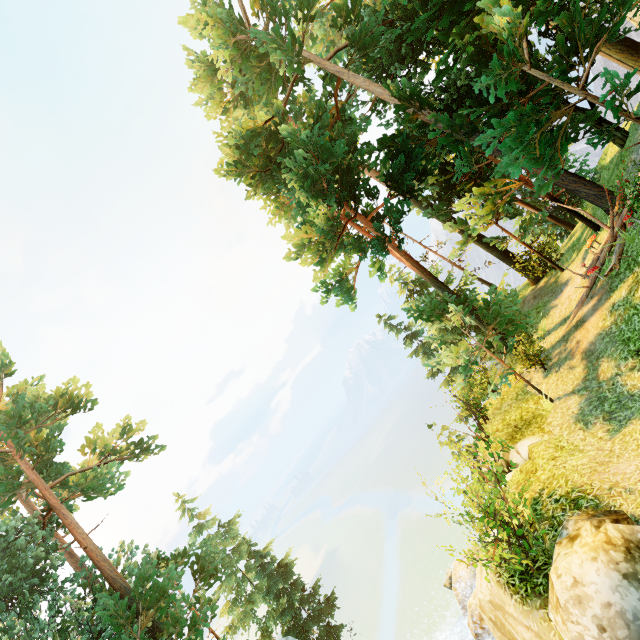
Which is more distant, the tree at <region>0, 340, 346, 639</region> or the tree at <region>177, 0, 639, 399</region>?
the tree at <region>0, 340, 346, 639</region>

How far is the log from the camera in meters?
10.7

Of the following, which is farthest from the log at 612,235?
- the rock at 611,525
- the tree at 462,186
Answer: the rock at 611,525

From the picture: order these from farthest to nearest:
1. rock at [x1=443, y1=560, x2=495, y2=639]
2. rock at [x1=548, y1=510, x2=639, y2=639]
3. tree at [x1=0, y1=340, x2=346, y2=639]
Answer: tree at [x1=0, y1=340, x2=346, y2=639] → rock at [x1=443, y1=560, x2=495, y2=639] → rock at [x1=548, y1=510, x2=639, y2=639]

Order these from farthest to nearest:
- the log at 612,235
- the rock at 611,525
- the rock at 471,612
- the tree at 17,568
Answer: the tree at 17,568, the log at 612,235, the rock at 471,612, the rock at 611,525

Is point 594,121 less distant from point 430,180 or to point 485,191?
point 485,191

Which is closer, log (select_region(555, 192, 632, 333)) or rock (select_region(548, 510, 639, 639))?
rock (select_region(548, 510, 639, 639))

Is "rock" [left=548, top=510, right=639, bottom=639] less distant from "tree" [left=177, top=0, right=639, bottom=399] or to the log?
"tree" [left=177, top=0, right=639, bottom=399]
